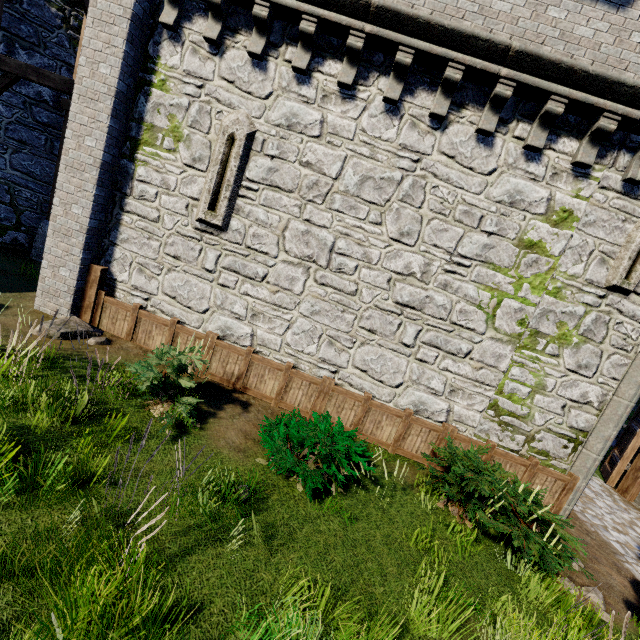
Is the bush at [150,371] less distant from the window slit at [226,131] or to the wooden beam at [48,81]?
the window slit at [226,131]

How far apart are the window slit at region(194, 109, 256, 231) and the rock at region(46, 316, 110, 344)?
3.5 meters

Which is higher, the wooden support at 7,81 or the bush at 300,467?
the wooden support at 7,81

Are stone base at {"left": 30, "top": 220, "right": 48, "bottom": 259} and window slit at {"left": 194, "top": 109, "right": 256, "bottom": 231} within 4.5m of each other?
no

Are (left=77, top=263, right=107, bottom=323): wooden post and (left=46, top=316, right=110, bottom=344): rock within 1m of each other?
yes

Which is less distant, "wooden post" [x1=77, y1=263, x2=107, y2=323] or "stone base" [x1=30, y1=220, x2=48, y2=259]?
"wooden post" [x1=77, y1=263, x2=107, y2=323]

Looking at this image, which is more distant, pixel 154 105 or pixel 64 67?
pixel 64 67

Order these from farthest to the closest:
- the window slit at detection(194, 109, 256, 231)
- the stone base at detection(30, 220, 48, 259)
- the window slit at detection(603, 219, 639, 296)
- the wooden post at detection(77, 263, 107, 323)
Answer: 1. the stone base at detection(30, 220, 48, 259)
2. the wooden post at detection(77, 263, 107, 323)
3. the window slit at detection(194, 109, 256, 231)
4. the window slit at detection(603, 219, 639, 296)
